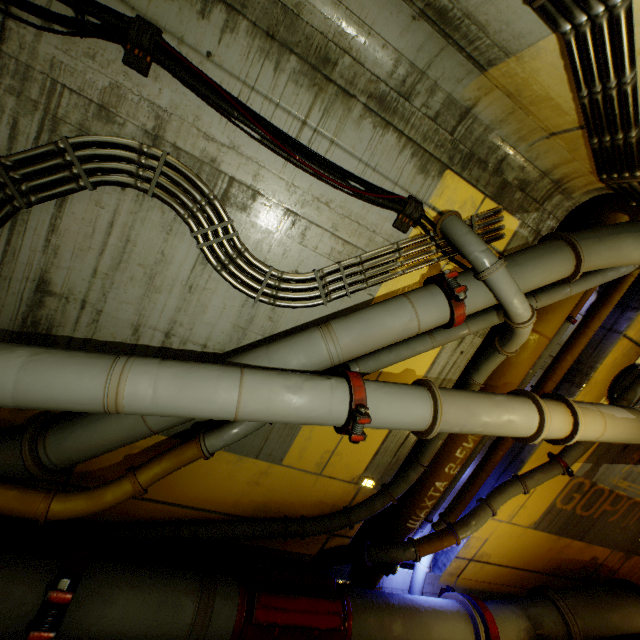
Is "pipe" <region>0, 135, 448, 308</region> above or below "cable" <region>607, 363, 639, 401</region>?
below

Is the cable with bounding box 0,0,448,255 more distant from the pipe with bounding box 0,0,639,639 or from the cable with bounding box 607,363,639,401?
the cable with bounding box 607,363,639,401

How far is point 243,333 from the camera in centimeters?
388cm

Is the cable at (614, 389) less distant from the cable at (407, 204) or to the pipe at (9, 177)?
the pipe at (9, 177)

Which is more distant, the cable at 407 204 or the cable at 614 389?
the cable at 614 389

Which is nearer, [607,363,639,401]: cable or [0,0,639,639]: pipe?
[0,0,639,639]: pipe

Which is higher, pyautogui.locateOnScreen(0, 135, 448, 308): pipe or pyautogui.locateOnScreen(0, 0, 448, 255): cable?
pyautogui.locateOnScreen(0, 0, 448, 255): cable
